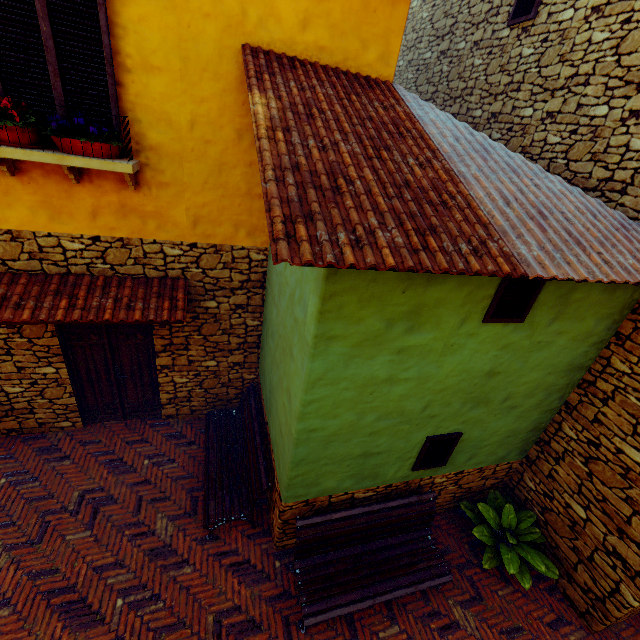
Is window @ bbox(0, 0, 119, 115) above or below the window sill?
above

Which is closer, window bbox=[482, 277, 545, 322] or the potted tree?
window bbox=[482, 277, 545, 322]

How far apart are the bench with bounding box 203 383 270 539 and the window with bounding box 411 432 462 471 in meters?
2.1 m

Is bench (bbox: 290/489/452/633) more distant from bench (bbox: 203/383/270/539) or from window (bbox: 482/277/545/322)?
window (bbox: 482/277/545/322)

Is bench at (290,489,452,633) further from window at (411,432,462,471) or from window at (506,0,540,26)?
window at (506,0,540,26)

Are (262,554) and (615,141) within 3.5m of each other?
no

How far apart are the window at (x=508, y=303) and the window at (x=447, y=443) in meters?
1.8

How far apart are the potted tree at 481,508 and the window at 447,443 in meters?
1.2
